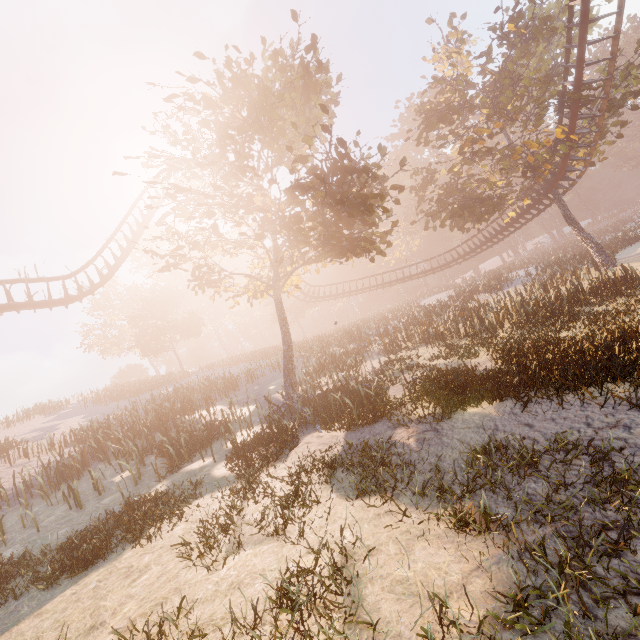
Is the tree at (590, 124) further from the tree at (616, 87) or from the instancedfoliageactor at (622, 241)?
the instancedfoliageactor at (622, 241)

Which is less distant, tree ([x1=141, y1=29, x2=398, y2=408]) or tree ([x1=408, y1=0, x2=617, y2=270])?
tree ([x1=141, y1=29, x2=398, y2=408])

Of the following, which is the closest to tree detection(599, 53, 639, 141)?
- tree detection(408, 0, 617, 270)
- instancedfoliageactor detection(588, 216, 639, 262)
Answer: tree detection(408, 0, 617, 270)

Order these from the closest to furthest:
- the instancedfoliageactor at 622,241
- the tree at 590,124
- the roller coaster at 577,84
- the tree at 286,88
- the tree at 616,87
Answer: the tree at 286,88
the roller coaster at 577,84
the tree at 616,87
the tree at 590,124
the instancedfoliageactor at 622,241

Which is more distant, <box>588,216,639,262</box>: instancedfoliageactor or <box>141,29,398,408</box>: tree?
<box>588,216,639,262</box>: instancedfoliageactor

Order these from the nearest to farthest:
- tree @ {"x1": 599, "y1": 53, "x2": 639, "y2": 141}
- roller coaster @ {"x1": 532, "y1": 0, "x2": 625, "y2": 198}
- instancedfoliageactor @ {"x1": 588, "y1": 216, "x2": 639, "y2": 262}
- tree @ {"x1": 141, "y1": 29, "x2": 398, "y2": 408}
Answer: tree @ {"x1": 141, "y1": 29, "x2": 398, "y2": 408}
roller coaster @ {"x1": 532, "y1": 0, "x2": 625, "y2": 198}
tree @ {"x1": 599, "y1": 53, "x2": 639, "y2": 141}
instancedfoliageactor @ {"x1": 588, "y1": 216, "x2": 639, "y2": 262}

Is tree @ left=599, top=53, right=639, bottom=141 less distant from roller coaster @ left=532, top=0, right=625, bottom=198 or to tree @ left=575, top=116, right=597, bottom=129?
tree @ left=575, top=116, right=597, bottom=129

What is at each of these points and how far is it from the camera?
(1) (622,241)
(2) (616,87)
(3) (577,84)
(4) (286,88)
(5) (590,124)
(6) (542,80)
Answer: (1) instancedfoliageactor, 32.4 meters
(2) tree, 17.8 meters
(3) roller coaster, 17.1 meters
(4) tree, 13.1 meters
(5) tree, 21.7 meters
(6) tree, 21.2 meters
